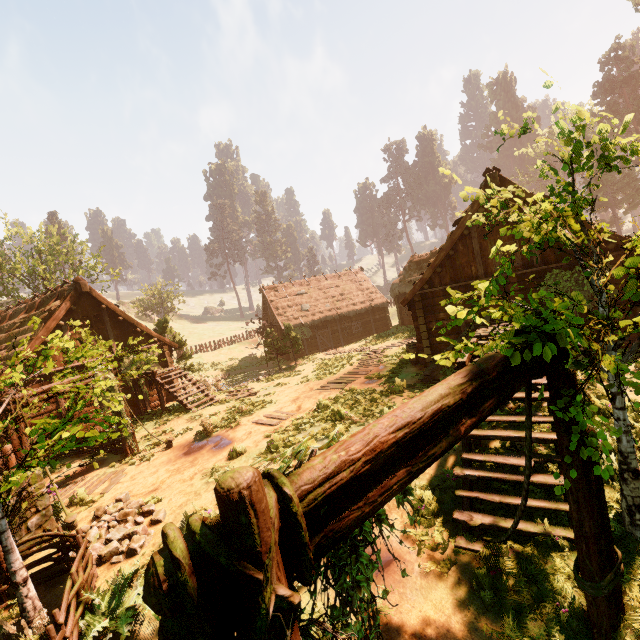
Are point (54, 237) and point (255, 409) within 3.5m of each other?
no

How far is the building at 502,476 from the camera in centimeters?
485cm

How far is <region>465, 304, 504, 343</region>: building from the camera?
9.6 meters

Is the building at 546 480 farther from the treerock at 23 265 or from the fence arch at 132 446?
the fence arch at 132 446

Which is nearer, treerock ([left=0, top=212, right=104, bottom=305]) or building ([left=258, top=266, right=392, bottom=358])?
treerock ([left=0, top=212, right=104, bottom=305])

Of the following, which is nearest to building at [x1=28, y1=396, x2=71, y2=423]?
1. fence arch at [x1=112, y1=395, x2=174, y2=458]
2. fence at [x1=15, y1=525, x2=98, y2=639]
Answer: fence at [x1=15, y1=525, x2=98, y2=639]

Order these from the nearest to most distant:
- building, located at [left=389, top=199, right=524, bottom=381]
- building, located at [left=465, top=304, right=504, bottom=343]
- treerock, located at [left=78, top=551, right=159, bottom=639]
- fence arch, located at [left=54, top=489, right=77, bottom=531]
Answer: treerock, located at [left=78, top=551, right=159, bottom=639] < fence arch, located at [left=54, top=489, right=77, bottom=531] < building, located at [left=465, top=304, right=504, bottom=343] < building, located at [left=389, top=199, right=524, bottom=381]
